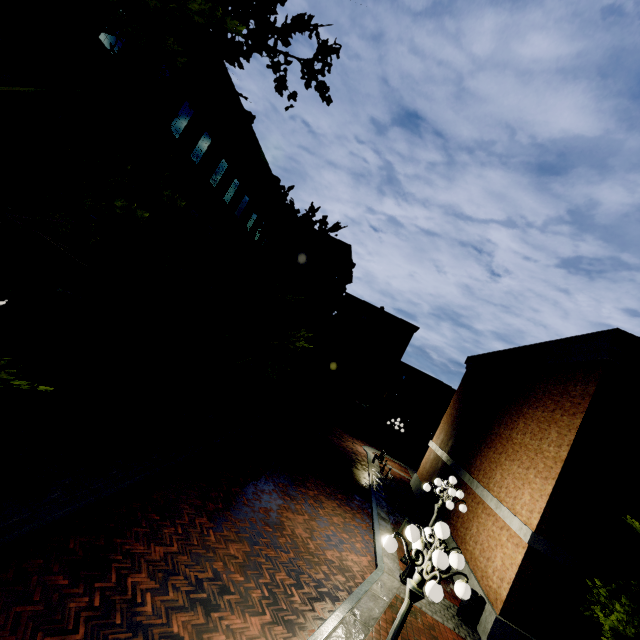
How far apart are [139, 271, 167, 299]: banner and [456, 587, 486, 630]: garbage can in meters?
15.8 m

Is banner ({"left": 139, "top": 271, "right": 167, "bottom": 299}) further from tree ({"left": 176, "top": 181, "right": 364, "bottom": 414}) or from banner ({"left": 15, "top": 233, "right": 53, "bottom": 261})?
banner ({"left": 15, "top": 233, "right": 53, "bottom": 261})

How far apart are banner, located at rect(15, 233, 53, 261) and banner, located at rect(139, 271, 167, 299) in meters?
4.8

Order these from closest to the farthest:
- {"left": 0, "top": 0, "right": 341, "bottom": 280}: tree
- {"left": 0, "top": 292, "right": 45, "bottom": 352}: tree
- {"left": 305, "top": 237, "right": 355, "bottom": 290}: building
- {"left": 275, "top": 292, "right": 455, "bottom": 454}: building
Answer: {"left": 0, "top": 0, "right": 341, "bottom": 280}: tree, {"left": 0, "top": 292, "right": 45, "bottom": 352}: tree, {"left": 305, "top": 237, "right": 355, "bottom": 290}: building, {"left": 275, "top": 292, "right": 455, "bottom": 454}: building

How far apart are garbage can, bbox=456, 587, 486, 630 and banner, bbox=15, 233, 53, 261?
16.3m

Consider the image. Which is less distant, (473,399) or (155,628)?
(155,628)

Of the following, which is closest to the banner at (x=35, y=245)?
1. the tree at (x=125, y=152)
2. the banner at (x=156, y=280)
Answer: the tree at (x=125, y=152)

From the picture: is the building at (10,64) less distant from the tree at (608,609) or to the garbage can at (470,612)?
the tree at (608,609)
